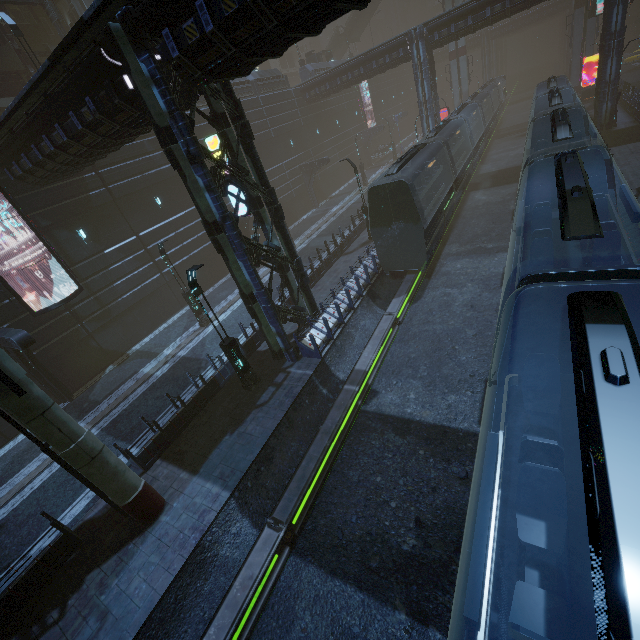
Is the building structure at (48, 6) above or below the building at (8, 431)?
above

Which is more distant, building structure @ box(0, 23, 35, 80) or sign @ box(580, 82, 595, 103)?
sign @ box(580, 82, 595, 103)

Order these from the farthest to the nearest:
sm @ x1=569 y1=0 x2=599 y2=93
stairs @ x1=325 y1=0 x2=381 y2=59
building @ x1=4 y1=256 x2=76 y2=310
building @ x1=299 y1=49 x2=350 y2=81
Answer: stairs @ x1=325 y1=0 x2=381 y2=59 < building @ x1=299 y1=49 x2=350 y2=81 < sm @ x1=569 y1=0 x2=599 y2=93 < building @ x1=4 y1=256 x2=76 y2=310

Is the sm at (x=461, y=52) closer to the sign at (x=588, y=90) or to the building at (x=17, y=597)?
the building at (x=17, y=597)

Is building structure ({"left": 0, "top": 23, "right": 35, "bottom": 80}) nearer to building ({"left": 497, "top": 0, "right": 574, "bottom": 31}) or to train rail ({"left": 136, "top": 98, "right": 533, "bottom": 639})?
building ({"left": 497, "top": 0, "right": 574, "bottom": 31})

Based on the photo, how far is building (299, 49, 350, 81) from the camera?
38.49m

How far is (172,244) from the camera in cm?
2341

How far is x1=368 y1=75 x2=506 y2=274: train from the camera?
15.7 meters
